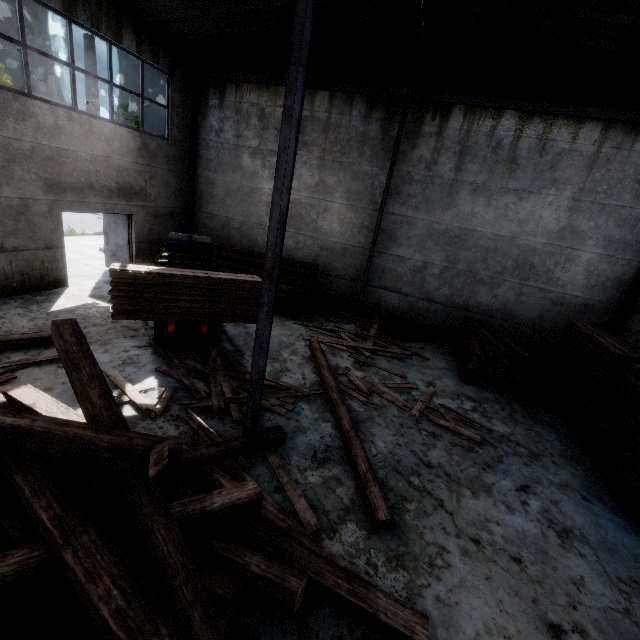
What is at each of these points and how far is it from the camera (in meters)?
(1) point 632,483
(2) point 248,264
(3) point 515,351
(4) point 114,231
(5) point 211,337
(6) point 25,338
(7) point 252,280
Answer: (1) wooden planks bundle, 5.31
(2) log pile, 11.50
(3) wooden beam stack, 8.34
(4) door, 11.58
(5) forklift, 7.56
(6) wooden beam, 6.35
(7) wooden planks bundle, 6.51

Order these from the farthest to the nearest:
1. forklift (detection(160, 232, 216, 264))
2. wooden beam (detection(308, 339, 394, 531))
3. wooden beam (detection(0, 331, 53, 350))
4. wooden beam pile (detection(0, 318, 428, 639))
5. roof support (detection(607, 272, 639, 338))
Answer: roof support (detection(607, 272, 639, 338))
forklift (detection(160, 232, 216, 264))
wooden beam (detection(0, 331, 53, 350))
wooden beam (detection(308, 339, 394, 531))
wooden beam pile (detection(0, 318, 428, 639))

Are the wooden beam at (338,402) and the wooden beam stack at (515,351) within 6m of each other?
yes

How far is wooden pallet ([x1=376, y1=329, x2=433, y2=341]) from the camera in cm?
1057

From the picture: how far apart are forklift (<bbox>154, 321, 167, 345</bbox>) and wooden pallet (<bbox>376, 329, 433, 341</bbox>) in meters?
5.3

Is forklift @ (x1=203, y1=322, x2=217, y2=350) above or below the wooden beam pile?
below

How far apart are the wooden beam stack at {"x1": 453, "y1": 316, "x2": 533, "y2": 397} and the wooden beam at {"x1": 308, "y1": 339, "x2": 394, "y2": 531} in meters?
3.7

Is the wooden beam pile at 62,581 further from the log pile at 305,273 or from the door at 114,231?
the door at 114,231
